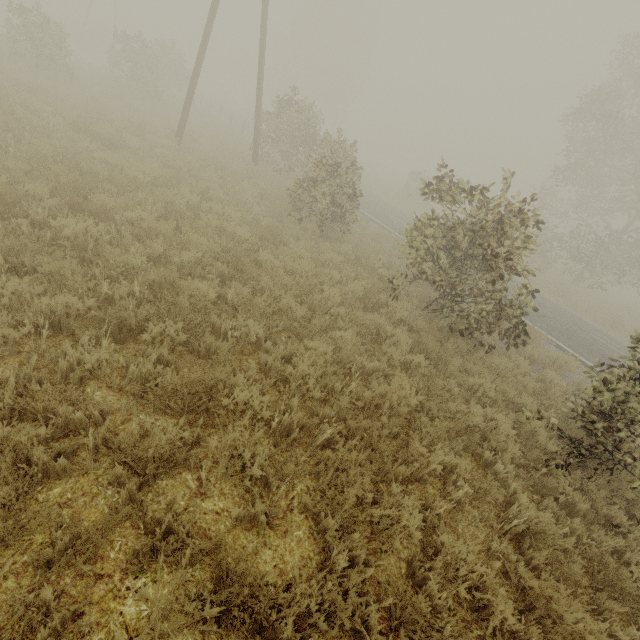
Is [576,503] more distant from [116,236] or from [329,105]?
[329,105]
